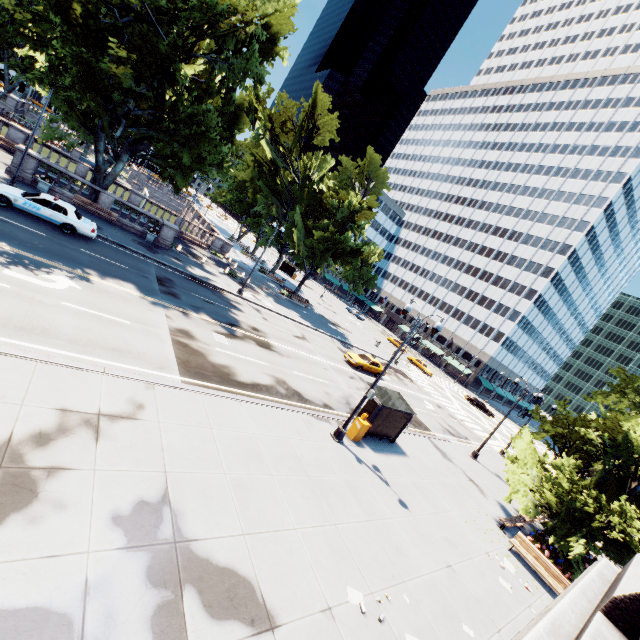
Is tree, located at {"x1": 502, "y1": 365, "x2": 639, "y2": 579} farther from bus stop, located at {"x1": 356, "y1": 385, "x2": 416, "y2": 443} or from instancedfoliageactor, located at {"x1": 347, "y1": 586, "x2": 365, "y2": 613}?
instancedfoliageactor, located at {"x1": 347, "y1": 586, "x2": 365, "y2": 613}

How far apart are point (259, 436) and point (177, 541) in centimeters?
516cm

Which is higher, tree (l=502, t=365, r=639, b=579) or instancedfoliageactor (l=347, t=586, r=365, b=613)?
tree (l=502, t=365, r=639, b=579)

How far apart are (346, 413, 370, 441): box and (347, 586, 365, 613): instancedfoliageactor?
7.7m

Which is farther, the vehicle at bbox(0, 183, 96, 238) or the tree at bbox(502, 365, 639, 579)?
the vehicle at bbox(0, 183, 96, 238)

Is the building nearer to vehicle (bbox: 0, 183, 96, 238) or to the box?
the box

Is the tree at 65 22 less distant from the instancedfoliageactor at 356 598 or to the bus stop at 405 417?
the bus stop at 405 417

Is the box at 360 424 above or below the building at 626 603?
below
